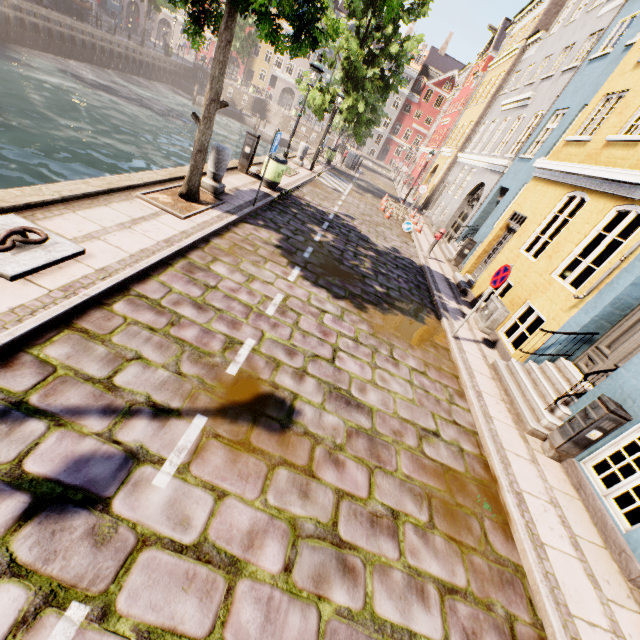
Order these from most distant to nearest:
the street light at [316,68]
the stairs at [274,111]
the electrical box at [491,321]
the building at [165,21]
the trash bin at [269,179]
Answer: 1. the building at [165,21]
2. the stairs at [274,111]
3. the trash bin at [269,179]
4. the street light at [316,68]
5. the electrical box at [491,321]

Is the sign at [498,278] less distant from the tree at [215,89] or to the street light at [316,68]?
the tree at [215,89]

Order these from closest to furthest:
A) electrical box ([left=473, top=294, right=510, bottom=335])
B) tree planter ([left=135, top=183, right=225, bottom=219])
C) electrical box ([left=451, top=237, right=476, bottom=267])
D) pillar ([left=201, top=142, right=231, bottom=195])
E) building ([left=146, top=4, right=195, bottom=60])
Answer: tree planter ([left=135, top=183, right=225, bottom=219]), pillar ([left=201, top=142, right=231, bottom=195]), electrical box ([left=473, top=294, right=510, bottom=335]), electrical box ([left=451, top=237, right=476, bottom=267]), building ([left=146, top=4, right=195, bottom=60])

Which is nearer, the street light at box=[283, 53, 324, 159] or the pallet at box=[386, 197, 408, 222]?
the street light at box=[283, 53, 324, 159]

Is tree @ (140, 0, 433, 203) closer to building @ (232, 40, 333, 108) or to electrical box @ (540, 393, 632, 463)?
building @ (232, 40, 333, 108)

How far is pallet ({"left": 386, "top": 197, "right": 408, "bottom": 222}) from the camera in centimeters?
1708cm

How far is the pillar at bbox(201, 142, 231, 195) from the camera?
7.6 meters

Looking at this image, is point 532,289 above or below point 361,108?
below
